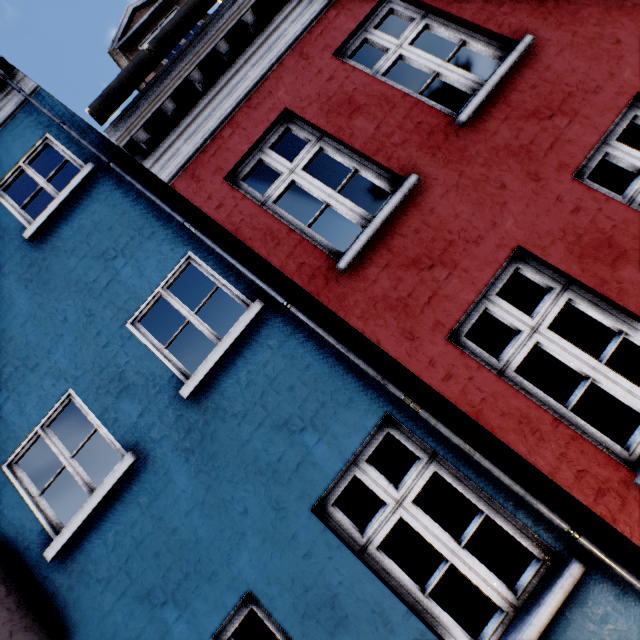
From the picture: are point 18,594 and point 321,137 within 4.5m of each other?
no
